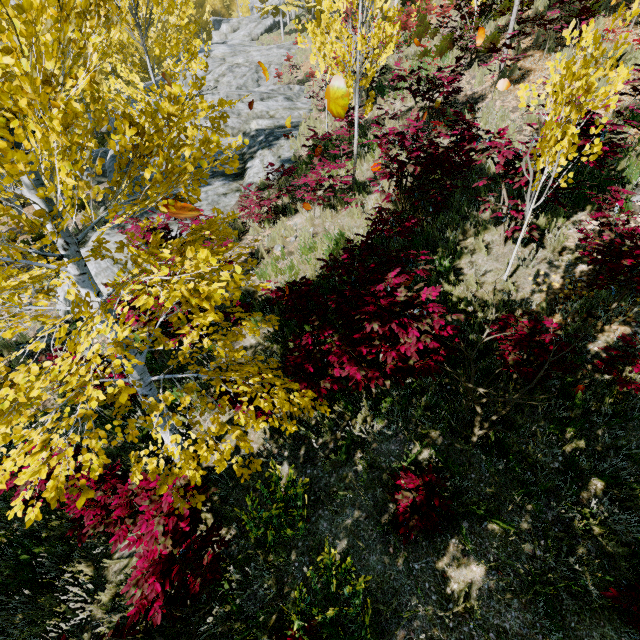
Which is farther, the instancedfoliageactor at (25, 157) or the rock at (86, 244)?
the rock at (86, 244)

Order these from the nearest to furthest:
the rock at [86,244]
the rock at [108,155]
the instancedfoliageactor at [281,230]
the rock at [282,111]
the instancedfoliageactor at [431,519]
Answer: the instancedfoliageactor at [431,519] → the instancedfoliageactor at [281,230] → the rock at [86,244] → the rock at [282,111] → the rock at [108,155]

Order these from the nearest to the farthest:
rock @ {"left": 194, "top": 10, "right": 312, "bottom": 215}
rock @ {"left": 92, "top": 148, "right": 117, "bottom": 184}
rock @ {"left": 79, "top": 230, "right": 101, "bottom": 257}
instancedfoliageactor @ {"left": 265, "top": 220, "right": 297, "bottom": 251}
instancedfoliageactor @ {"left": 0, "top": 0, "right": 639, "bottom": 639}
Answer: instancedfoliageactor @ {"left": 0, "top": 0, "right": 639, "bottom": 639}, instancedfoliageactor @ {"left": 265, "top": 220, "right": 297, "bottom": 251}, rock @ {"left": 79, "top": 230, "right": 101, "bottom": 257}, rock @ {"left": 194, "top": 10, "right": 312, "bottom": 215}, rock @ {"left": 92, "top": 148, "right": 117, "bottom": 184}

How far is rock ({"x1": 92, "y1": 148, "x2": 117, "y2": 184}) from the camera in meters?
12.2

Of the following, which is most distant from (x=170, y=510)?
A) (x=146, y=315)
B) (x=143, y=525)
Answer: (x=146, y=315)

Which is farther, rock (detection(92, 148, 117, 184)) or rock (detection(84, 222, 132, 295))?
rock (detection(92, 148, 117, 184))
